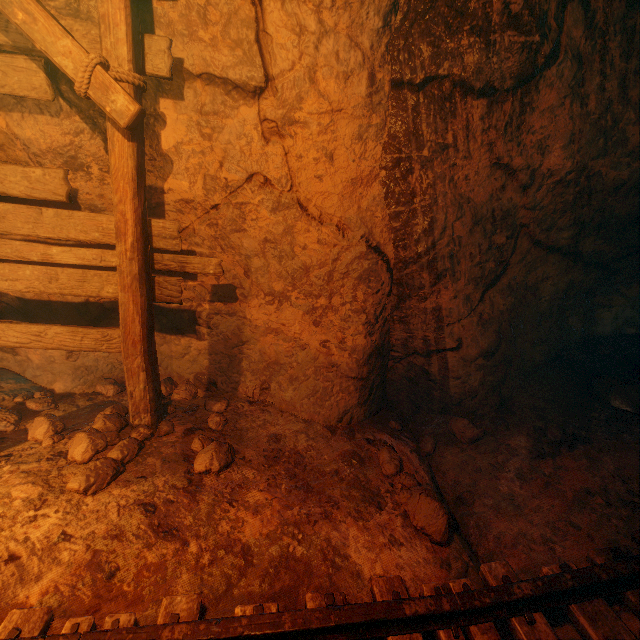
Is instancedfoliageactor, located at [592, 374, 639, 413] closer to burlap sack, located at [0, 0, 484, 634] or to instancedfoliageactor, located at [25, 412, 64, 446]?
burlap sack, located at [0, 0, 484, 634]

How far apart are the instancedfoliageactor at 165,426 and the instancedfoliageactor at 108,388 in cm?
32

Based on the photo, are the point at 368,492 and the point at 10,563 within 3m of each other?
yes

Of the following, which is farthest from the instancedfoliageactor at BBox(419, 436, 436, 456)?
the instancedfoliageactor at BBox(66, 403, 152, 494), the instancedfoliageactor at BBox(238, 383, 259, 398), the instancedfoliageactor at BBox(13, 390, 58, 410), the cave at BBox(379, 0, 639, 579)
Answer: the instancedfoliageactor at BBox(13, 390, 58, 410)

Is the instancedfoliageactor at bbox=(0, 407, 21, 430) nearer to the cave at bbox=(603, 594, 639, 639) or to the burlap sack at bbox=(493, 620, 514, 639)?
the burlap sack at bbox=(493, 620, 514, 639)

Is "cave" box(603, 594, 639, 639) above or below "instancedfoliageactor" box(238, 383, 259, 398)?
below

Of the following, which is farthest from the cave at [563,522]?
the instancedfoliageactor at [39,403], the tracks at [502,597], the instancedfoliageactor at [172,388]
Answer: the instancedfoliageactor at [39,403]

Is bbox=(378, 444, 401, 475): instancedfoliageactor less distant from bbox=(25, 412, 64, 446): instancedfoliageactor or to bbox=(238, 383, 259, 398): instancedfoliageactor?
bbox=(238, 383, 259, 398): instancedfoliageactor
